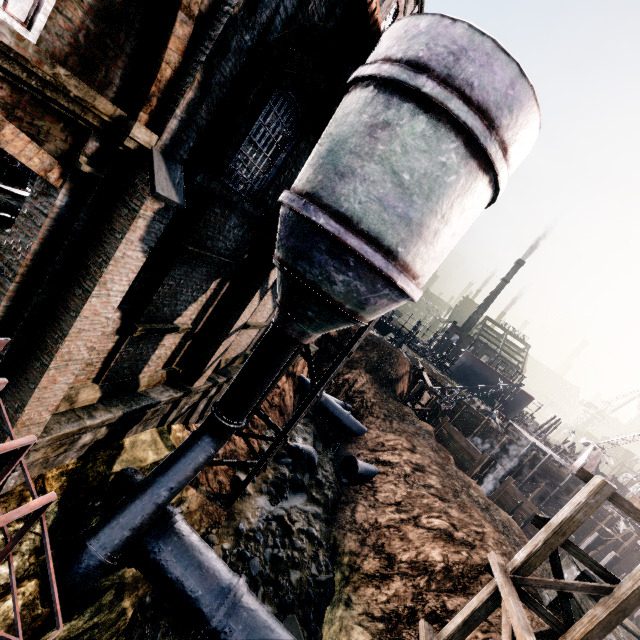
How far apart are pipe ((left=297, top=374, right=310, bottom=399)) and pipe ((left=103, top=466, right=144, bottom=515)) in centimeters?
1657cm

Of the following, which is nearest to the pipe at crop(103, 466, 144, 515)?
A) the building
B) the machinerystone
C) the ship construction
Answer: the building

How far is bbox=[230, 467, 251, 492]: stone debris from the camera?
15.6m

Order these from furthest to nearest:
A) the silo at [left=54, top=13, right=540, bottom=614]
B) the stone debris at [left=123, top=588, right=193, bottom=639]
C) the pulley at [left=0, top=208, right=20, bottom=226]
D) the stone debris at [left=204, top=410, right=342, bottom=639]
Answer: the stone debris at [left=204, top=410, right=342, bottom=639] < the stone debris at [left=123, top=588, right=193, bottom=639] < the pulley at [left=0, top=208, right=20, bottom=226] < the silo at [left=54, top=13, right=540, bottom=614]

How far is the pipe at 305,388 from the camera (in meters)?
27.71

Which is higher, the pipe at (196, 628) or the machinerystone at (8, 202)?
the machinerystone at (8, 202)

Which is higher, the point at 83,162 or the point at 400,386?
the point at 83,162

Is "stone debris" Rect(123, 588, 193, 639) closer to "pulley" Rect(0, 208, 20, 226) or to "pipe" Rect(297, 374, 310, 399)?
"pipe" Rect(297, 374, 310, 399)
